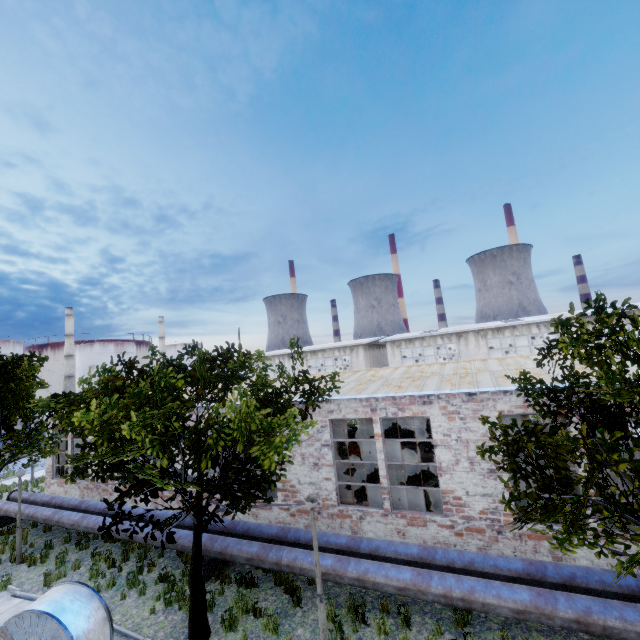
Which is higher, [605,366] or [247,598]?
[605,366]

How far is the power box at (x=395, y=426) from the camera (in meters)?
22.55

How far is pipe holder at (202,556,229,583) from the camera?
10.0m

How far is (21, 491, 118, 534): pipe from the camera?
12.6 meters

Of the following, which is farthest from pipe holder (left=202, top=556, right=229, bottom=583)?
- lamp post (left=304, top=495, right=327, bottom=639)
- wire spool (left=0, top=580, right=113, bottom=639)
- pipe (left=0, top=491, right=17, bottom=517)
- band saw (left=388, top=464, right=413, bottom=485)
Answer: band saw (left=388, top=464, right=413, bottom=485)

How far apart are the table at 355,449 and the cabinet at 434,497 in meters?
8.9

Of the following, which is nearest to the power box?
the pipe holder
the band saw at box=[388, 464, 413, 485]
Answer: the band saw at box=[388, 464, 413, 485]
